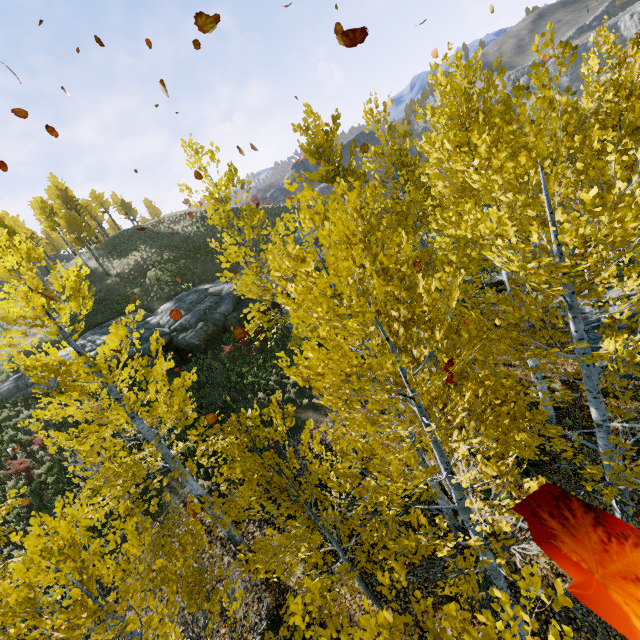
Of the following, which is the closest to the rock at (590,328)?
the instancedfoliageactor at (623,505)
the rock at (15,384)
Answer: the instancedfoliageactor at (623,505)

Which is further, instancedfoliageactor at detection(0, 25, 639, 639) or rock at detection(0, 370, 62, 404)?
rock at detection(0, 370, 62, 404)

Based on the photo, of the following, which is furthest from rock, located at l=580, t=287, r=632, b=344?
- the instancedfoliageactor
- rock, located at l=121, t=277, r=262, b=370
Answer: rock, located at l=121, t=277, r=262, b=370

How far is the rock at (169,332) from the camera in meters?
18.8 m

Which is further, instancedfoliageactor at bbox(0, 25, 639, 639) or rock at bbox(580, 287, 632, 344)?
rock at bbox(580, 287, 632, 344)

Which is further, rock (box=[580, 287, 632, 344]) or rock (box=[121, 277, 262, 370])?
rock (box=[121, 277, 262, 370])

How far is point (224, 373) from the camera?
16.6m

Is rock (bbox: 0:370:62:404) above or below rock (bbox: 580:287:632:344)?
above
